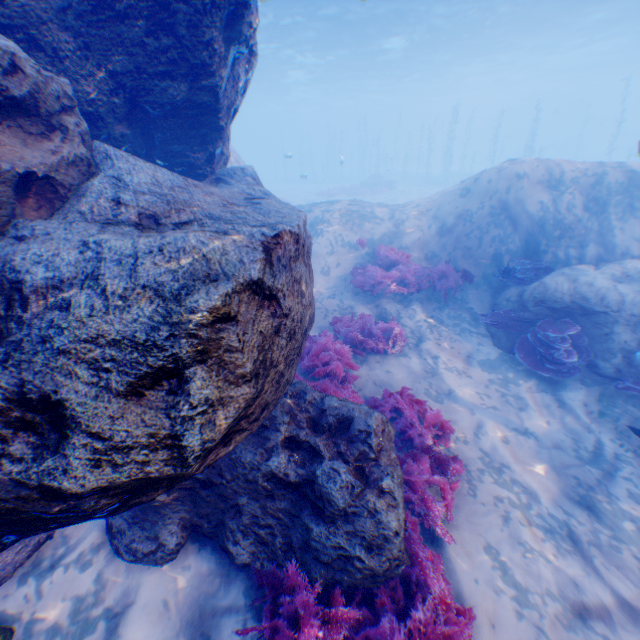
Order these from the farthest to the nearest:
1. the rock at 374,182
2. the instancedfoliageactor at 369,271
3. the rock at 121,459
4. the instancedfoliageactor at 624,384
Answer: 1. the rock at 374,182
2. the instancedfoliageactor at 369,271
3. the instancedfoliageactor at 624,384
4. the rock at 121,459

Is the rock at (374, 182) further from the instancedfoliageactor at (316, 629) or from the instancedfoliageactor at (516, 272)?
the instancedfoliageactor at (316, 629)

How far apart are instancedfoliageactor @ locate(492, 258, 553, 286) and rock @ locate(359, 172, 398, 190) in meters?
27.3 m

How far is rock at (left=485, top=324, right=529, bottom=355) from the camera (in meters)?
7.76

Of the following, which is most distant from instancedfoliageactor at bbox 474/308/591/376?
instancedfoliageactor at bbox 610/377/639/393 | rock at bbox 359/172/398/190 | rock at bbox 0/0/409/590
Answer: rock at bbox 359/172/398/190

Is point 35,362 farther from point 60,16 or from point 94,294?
point 60,16

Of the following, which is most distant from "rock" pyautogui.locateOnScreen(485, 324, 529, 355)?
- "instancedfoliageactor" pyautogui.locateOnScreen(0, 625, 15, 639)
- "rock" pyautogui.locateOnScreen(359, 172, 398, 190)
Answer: "rock" pyautogui.locateOnScreen(359, 172, 398, 190)

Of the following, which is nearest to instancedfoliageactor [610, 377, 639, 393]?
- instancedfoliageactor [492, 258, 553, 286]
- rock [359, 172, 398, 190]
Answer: instancedfoliageactor [492, 258, 553, 286]
